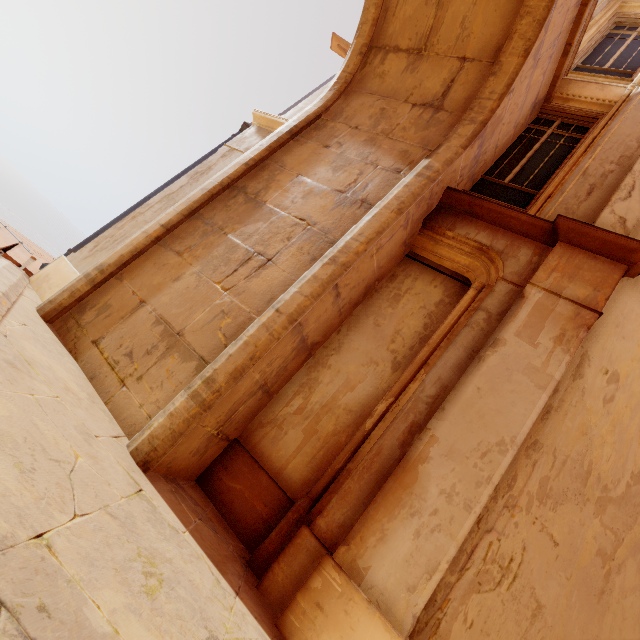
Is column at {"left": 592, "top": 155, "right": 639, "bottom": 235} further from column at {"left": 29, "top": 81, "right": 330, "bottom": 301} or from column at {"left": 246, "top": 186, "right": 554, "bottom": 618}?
column at {"left": 29, "top": 81, "right": 330, "bottom": 301}

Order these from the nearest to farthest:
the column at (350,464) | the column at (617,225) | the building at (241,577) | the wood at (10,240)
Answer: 1. the building at (241,577)
2. the column at (350,464)
3. the column at (617,225)
4. the wood at (10,240)

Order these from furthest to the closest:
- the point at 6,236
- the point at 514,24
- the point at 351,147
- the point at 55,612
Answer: the point at 6,236 < the point at 351,147 < the point at 514,24 < the point at 55,612

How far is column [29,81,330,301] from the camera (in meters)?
4.61

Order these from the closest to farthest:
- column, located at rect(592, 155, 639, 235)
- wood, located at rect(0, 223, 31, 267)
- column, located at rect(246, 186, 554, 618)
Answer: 1. column, located at rect(246, 186, 554, 618)
2. column, located at rect(592, 155, 639, 235)
3. wood, located at rect(0, 223, 31, 267)

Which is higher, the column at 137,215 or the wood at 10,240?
the column at 137,215

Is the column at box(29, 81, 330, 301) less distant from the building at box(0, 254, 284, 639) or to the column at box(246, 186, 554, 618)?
the building at box(0, 254, 284, 639)

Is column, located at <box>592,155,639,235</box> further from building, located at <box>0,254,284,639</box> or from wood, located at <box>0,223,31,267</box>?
wood, located at <box>0,223,31,267</box>
